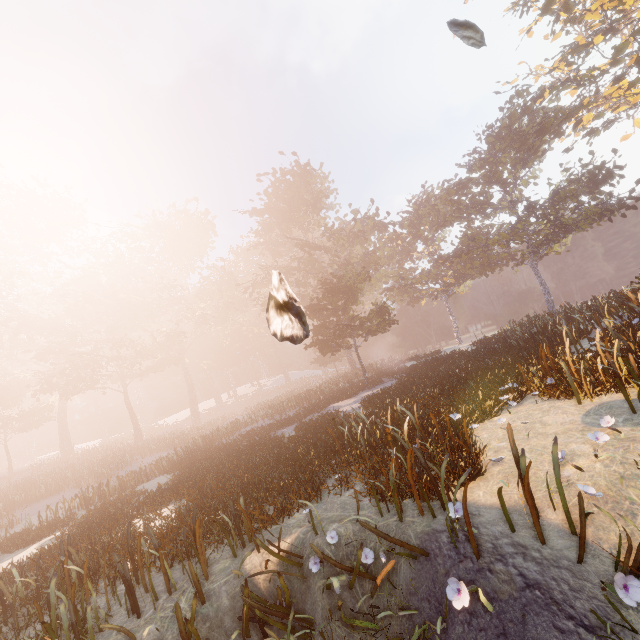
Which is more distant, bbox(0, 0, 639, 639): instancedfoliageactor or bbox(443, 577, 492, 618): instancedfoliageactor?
bbox(0, 0, 639, 639): instancedfoliageactor

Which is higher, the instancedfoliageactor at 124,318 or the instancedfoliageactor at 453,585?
the instancedfoliageactor at 124,318

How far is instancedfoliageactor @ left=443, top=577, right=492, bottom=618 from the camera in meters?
3.3

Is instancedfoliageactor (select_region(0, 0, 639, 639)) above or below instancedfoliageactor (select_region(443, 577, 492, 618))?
above

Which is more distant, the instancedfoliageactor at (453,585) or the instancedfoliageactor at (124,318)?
the instancedfoliageactor at (124,318)

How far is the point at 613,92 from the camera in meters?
20.2 m
